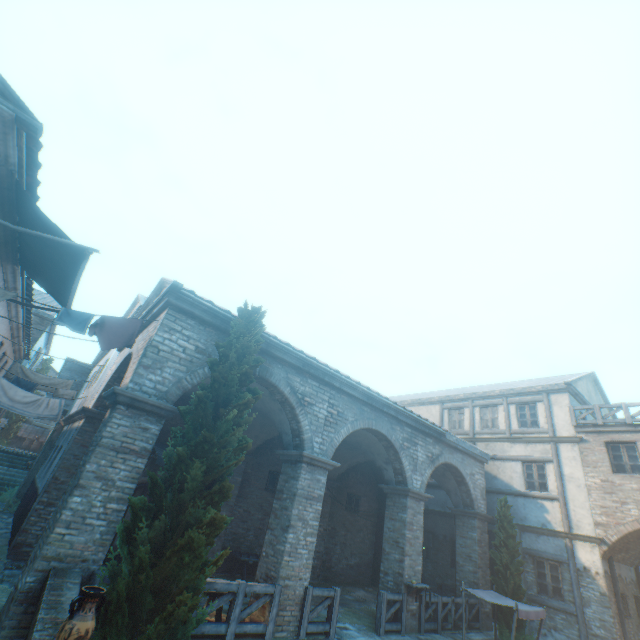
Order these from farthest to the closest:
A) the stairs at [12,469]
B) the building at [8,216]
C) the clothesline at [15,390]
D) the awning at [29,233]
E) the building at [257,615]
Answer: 1. the stairs at [12,469]
2. the clothesline at [15,390]
3. the building at [257,615]
4. the awning at [29,233]
5. the building at [8,216]

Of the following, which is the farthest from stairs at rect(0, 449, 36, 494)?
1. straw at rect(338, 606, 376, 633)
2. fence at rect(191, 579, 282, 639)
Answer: fence at rect(191, 579, 282, 639)

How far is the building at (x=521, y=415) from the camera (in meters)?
16.66

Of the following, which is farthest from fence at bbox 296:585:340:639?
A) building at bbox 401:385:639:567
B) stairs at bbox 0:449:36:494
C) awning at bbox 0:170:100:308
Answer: stairs at bbox 0:449:36:494

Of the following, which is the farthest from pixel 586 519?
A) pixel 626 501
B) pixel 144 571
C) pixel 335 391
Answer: pixel 144 571

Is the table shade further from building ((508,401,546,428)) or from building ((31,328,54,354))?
building ((31,328,54,354))

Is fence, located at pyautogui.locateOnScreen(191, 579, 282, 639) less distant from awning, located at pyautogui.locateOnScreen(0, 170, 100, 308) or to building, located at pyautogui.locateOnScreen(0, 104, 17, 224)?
building, located at pyautogui.locateOnScreen(0, 104, 17, 224)

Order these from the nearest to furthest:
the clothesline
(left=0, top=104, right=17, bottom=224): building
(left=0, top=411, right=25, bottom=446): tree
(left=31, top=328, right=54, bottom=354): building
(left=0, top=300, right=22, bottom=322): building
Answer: (left=0, top=104, right=17, bottom=224): building, (left=0, top=300, right=22, bottom=322): building, the clothesline, (left=31, top=328, right=54, bottom=354): building, (left=0, top=411, right=25, bottom=446): tree
